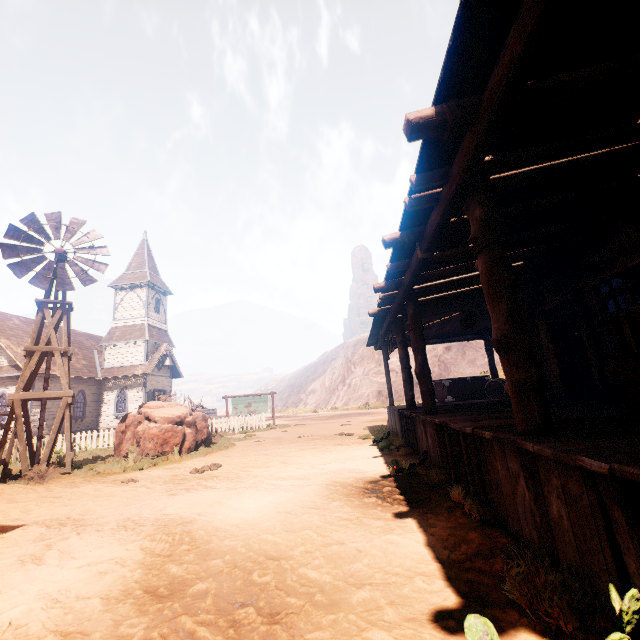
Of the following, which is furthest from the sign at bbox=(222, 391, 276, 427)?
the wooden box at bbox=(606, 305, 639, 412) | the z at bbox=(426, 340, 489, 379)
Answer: the wooden box at bbox=(606, 305, 639, 412)

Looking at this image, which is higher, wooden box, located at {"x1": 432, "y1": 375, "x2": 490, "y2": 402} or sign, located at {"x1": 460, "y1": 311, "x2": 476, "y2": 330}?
sign, located at {"x1": 460, "y1": 311, "x2": 476, "y2": 330}

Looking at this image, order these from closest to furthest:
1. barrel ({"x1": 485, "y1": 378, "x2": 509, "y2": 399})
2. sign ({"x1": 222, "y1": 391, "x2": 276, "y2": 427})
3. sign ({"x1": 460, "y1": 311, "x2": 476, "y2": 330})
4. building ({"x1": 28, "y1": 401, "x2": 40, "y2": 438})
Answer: sign ({"x1": 460, "y1": 311, "x2": 476, "y2": 330})
barrel ({"x1": 485, "y1": 378, "x2": 509, "y2": 399})
sign ({"x1": 222, "y1": 391, "x2": 276, "y2": 427})
building ({"x1": 28, "y1": 401, "x2": 40, "y2": 438})

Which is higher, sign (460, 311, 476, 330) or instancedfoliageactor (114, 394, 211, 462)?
sign (460, 311, 476, 330)

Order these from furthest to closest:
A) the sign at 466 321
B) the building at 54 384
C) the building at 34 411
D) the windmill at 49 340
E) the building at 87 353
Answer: the building at 87 353 < the building at 54 384 < the building at 34 411 < the windmill at 49 340 < the sign at 466 321

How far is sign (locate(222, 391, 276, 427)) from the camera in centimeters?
2045cm

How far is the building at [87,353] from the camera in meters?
26.1

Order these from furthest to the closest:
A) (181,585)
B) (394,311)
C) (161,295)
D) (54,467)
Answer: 1. (161,295)
2. (54,467)
3. (394,311)
4. (181,585)
